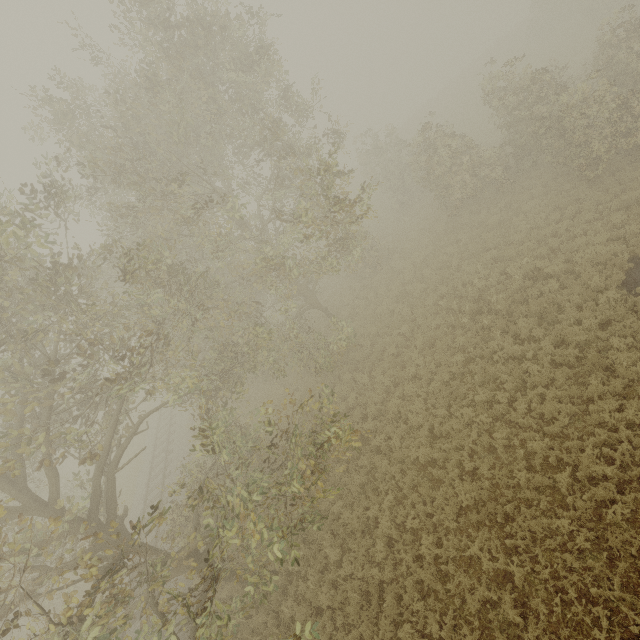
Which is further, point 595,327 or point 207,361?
point 207,361
